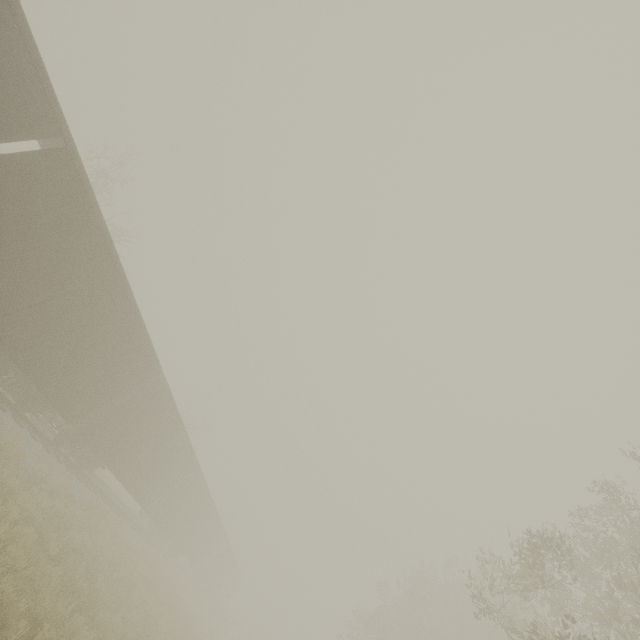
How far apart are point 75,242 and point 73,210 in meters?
0.9
